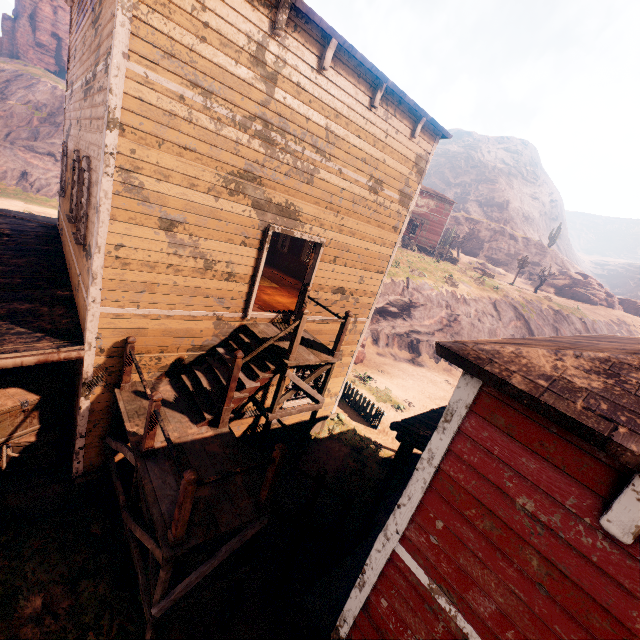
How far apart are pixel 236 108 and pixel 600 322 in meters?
43.5

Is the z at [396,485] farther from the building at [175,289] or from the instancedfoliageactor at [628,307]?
the instancedfoliageactor at [628,307]

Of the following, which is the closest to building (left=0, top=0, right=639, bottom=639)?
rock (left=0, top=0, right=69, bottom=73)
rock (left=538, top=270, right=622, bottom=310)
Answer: rock (left=0, top=0, right=69, bottom=73)

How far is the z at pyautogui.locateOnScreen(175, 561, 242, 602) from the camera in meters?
6.6 m

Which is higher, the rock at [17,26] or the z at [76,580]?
the rock at [17,26]

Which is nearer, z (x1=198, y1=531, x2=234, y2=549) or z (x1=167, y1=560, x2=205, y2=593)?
z (x1=167, y1=560, x2=205, y2=593)

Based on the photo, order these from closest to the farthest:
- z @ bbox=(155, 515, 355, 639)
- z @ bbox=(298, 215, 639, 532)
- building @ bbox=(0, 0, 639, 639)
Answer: building @ bbox=(0, 0, 639, 639) < z @ bbox=(155, 515, 355, 639) < z @ bbox=(298, 215, 639, 532)
